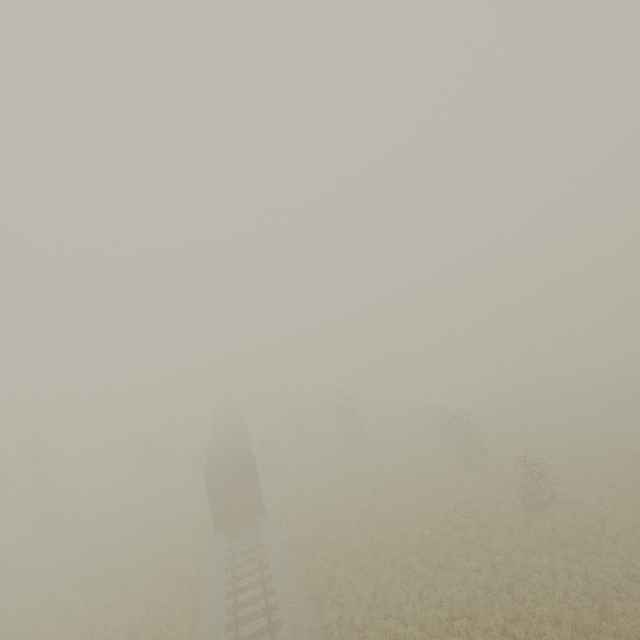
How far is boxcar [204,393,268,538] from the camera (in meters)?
21.17

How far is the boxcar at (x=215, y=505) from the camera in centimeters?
2117cm

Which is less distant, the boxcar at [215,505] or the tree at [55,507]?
the boxcar at [215,505]

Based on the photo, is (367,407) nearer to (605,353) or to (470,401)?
(470,401)

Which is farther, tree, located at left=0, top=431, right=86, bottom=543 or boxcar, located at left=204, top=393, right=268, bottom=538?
tree, located at left=0, top=431, right=86, bottom=543
